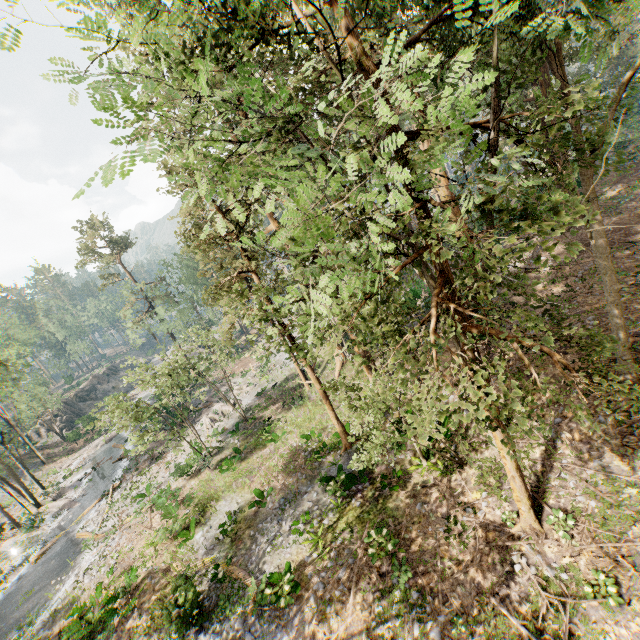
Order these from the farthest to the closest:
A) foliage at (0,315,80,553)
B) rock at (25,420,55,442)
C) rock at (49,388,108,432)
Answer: rock at (49,388,108,432), rock at (25,420,55,442), foliage at (0,315,80,553)

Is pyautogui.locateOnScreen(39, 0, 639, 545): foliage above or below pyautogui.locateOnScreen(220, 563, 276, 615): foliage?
above

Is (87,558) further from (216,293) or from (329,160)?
(329,160)

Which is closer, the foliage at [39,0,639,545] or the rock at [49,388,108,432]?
the foliage at [39,0,639,545]

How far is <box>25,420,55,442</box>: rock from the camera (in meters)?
47.31

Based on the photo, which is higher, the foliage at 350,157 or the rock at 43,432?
the foliage at 350,157

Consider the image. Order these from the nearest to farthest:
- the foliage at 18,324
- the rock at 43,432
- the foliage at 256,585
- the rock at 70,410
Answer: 1. the foliage at 256,585
2. the foliage at 18,324
3. the rock at 43,432
4. the rock at 70,410
